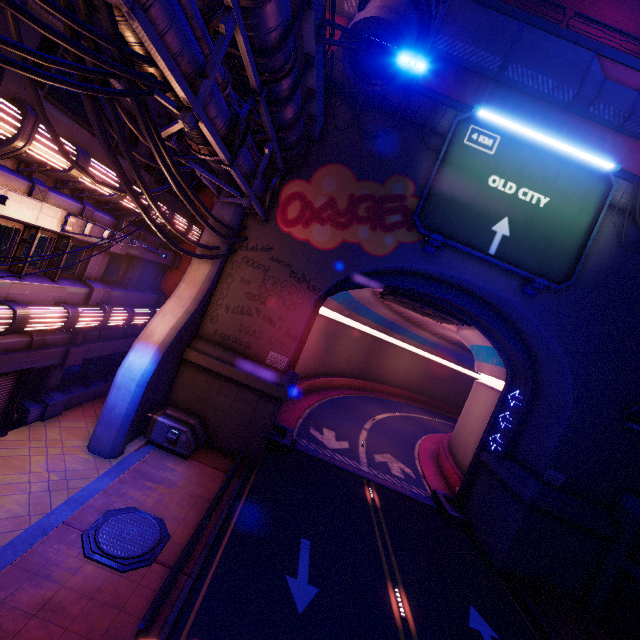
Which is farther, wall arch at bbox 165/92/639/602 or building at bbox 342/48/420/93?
wall arch at bbox 165/92/639/602

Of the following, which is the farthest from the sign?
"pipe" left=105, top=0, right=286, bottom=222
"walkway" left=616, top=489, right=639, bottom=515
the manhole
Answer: the manhole

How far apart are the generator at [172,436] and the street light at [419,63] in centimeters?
1420cm

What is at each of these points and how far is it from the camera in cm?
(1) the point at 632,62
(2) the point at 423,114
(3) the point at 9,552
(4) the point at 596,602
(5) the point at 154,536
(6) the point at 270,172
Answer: (1) beam, 1661
(2) wall arch, 1455
(3) beam, 736
(4) column, 1434
(5) manhole, 917
(6) wall arch, 1507

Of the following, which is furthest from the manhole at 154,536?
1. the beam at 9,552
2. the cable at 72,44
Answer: the cable at 72,44

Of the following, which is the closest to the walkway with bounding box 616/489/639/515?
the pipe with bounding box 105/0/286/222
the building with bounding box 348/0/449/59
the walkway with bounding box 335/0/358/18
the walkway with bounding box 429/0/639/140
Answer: the walkway with bounding box 429/0/639/140

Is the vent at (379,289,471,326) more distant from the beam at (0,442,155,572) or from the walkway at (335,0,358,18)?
the beam at (0,442,155,572)

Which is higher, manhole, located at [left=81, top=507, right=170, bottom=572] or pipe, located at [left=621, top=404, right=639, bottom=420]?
pipe, located at [left=621, top=404, right=639, bottom=420]
